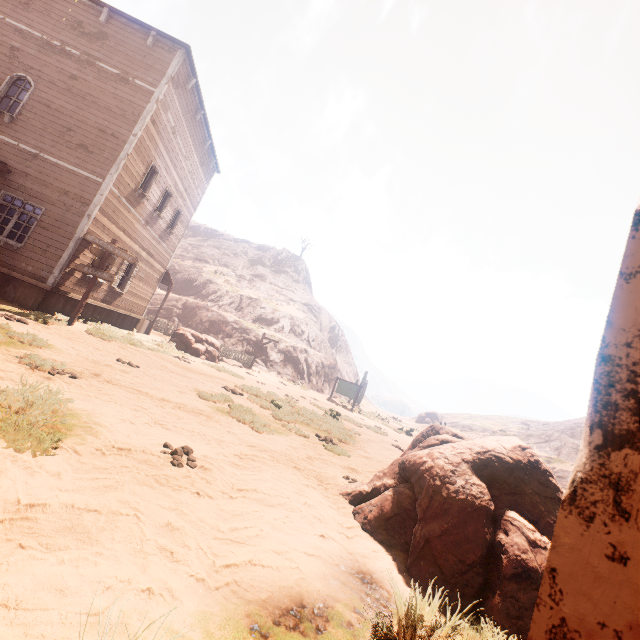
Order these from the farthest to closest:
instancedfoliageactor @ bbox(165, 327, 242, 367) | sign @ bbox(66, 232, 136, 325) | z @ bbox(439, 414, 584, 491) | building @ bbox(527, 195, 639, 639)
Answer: z @ bbox(439, 414, 584, 491) < instancedfoliageactor @ bbox(165, 327, 242, 367) < sign @ bbox(66, 232, 136, 325) < building @ bbox(527, 195, 639, 639)

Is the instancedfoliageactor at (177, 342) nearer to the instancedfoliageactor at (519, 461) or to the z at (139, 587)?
the z at (139, 587)

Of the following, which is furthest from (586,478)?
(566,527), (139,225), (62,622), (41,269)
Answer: (139,225)

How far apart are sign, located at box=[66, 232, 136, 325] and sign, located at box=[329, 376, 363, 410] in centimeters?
1921cm

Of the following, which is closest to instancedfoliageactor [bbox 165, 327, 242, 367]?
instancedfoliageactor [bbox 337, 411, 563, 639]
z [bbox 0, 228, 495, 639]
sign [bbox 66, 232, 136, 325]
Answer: z [bbox 0, 228, 495, 639]

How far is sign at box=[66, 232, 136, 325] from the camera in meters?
10.6

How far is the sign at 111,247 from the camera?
10.6m

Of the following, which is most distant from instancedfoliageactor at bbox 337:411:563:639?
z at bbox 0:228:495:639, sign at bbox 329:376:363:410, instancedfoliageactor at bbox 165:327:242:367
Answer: sign at bbox 329:376:363:410
